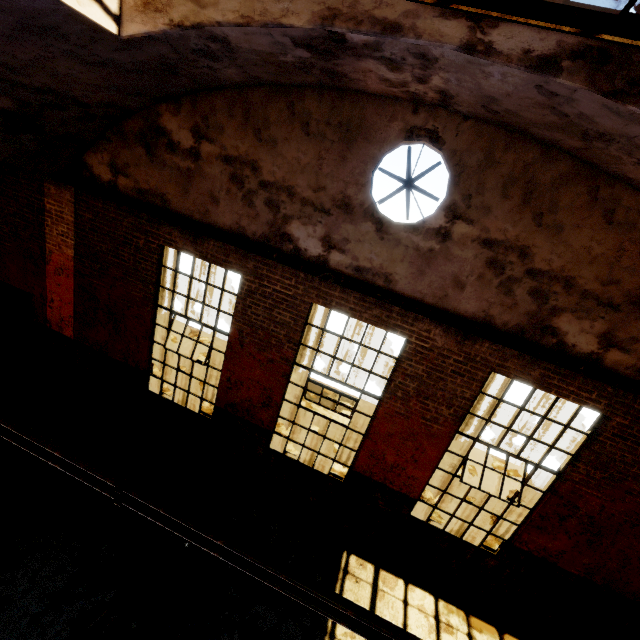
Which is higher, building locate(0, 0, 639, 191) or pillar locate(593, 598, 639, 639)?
building locate(0, 0, 639, 191)

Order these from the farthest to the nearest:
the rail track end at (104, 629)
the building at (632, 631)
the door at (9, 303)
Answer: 1. the door at (9, 303)
2. the building at (632, 631)
3. the rail track end at (104, 629)

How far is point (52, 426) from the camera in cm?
705

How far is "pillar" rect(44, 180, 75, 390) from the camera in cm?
651

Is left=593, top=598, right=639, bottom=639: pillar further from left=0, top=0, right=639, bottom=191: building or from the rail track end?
the rail track end

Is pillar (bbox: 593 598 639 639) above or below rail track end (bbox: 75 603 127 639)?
above

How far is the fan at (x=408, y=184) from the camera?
4.7 meters

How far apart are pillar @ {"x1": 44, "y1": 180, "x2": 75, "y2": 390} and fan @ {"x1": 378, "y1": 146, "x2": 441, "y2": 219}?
5.9m
